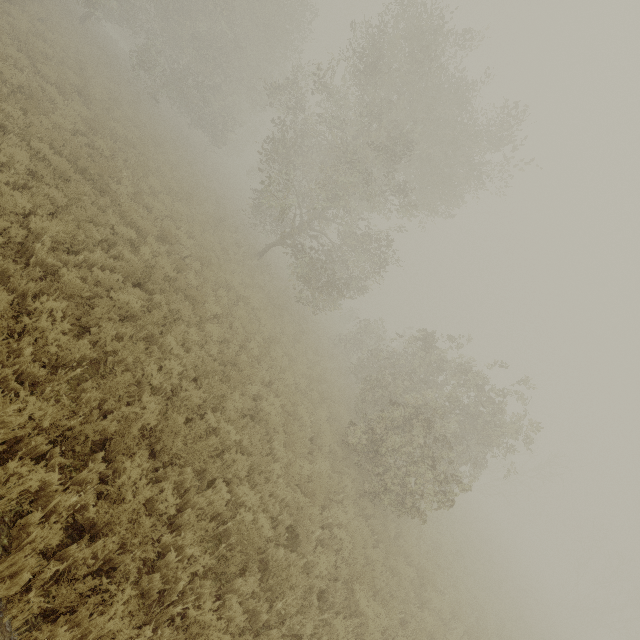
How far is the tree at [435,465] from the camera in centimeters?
1052cm

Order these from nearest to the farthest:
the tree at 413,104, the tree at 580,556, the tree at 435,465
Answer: the tree at 435,465, the tree at 413,104, the tree at 580,556

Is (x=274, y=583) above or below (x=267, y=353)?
below

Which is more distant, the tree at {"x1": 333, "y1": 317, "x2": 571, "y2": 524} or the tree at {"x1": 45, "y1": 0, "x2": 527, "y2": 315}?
the tree at {"x1": 45, "y1": 0, "x2": 527, "y2": 315}

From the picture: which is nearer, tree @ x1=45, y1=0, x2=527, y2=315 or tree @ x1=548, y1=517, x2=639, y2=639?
tree @ x1=45, y1=0, x2=527, y2=315

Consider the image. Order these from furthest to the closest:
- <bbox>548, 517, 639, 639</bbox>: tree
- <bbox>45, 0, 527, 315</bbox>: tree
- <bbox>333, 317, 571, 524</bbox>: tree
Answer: <bbox>548, 517, 639, 639</bbox>: tree < <bbox>45, 0, 527, 315</bbox>: tree < <bbox>333, 317, 571, 524</bbox>: tree

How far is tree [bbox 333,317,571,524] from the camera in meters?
10.5
